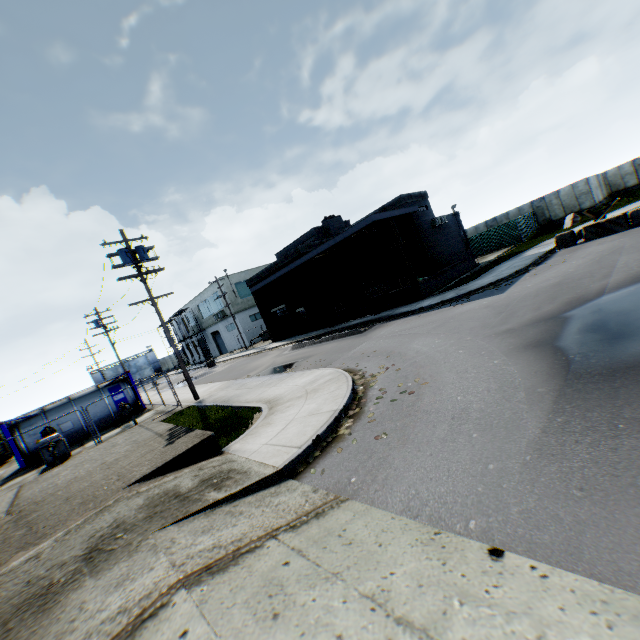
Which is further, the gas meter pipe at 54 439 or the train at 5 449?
the train at 5 449

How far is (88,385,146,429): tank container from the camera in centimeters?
2100cm

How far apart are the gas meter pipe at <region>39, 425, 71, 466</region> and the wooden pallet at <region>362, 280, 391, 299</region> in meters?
19.4

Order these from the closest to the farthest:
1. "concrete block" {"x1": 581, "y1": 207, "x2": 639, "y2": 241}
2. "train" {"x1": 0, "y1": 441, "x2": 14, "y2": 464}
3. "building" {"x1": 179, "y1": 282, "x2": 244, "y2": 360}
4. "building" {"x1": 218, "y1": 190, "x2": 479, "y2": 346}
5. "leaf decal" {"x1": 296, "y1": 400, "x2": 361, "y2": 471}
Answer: "leaf decal" {"x1": 296, "y1": 400, "x2": 361, "y2": 471}
"concrete block" {"x1": 581, "y1": 207, "x2": 639, "y2": 241}
"building" {"x1": 218, "y1": 190, "x2": 479, "y2": 346}
"train" {"x1": 0, "y1": 441, "x2": 14, "y2": 464}
"building" {"x1": 179, "y1": 282, "x2": 244, "y2": 360}

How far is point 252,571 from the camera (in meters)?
3.31

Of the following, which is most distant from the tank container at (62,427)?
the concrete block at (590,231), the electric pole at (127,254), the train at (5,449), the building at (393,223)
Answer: the concrete block at (590,231)

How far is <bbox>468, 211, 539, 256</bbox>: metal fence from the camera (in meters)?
31.09

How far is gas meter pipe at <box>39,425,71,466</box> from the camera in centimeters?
1466cm
